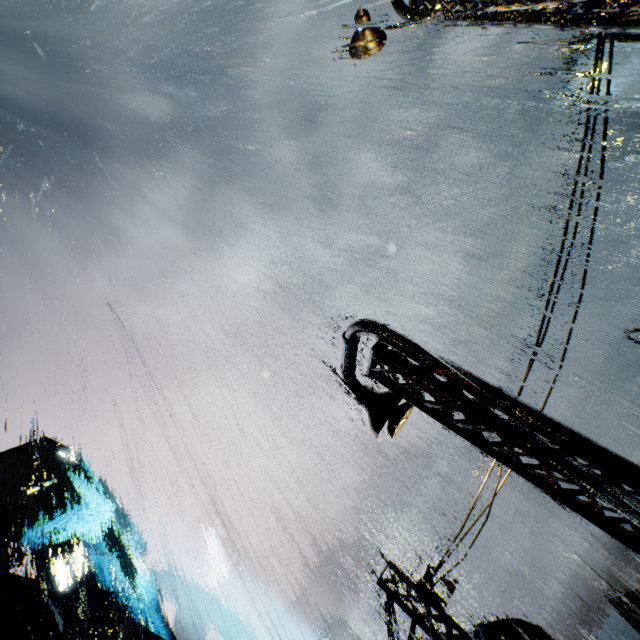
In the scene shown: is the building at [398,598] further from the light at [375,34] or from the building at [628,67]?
the building at [628,67]

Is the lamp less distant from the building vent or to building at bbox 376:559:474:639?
building at bbox 376:559:474:639

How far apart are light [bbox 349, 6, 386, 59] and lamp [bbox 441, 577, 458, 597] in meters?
12.8

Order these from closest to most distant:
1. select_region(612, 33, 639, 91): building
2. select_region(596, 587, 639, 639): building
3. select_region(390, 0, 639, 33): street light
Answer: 1. select_region(390, 0, 639, 33): street light
2. select_region(596, 587, 639, 639): building
3. select_region(612, 33, 639, 91): building

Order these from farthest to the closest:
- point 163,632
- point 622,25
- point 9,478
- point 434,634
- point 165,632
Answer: point 165,632 → point 163,632 → point 9,478 → point 434,634 → point 622,25

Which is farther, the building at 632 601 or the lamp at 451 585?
the building at 632 601

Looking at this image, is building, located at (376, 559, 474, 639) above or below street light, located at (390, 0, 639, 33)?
below

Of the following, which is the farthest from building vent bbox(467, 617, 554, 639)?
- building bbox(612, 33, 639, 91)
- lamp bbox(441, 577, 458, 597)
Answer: building bbox(612, 33, 639, 91)
